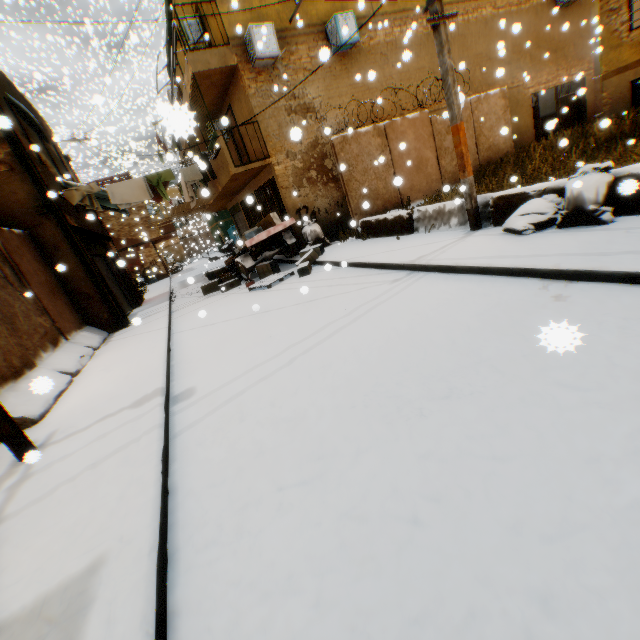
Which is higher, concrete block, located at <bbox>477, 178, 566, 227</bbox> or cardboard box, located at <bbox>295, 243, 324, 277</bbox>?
concrete block, located at <bbox>477, 178, 566, 227</bbox>

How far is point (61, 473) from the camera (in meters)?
3.14

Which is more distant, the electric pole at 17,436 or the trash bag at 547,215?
the trash bag at 547,215

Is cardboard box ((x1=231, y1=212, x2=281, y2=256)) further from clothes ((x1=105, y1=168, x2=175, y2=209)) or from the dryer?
Answer: the dryer

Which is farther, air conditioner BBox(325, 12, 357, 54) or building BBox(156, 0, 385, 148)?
air conditioner BBox(325, 12, 357, 54)

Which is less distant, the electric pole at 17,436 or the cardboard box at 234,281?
the electric pole at 17,436

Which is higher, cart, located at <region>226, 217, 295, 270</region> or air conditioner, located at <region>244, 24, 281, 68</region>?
air conditioner, located at <region>244, 24, 281, 68</region>

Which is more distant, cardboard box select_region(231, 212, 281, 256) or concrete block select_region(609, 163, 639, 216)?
cardboard box select_region(231, 212, 281, 256)
